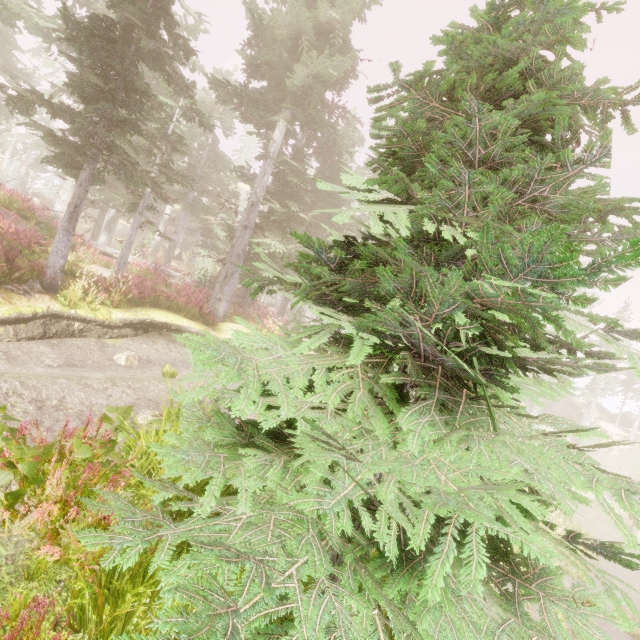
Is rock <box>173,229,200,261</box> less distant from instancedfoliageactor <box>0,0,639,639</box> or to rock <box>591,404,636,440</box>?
instancedfoliageactor <box>0,0,639,639</box>

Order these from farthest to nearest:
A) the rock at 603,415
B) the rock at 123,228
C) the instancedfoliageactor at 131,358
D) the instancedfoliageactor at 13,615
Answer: the rock at 123,228 < the rock at 603,415 < the instancedfoliageactor at 131,358 < the instancedfoliageactor at 13,615

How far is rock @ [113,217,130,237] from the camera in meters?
44.8 m

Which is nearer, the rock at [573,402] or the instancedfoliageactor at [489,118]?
the instancedfoliageactor at [489,118]

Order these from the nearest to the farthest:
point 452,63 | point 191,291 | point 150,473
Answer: point 452,63 → point 150,473 → point 191,291

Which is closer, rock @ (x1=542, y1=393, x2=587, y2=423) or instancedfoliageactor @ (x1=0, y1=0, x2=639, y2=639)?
instancedfoliageactor @ (x1=0, y1=0, x2=639, y2=639)

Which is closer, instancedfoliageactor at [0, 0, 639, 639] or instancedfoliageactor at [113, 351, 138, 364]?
instancedfoliageactor at [0, 0, 639, 639]
